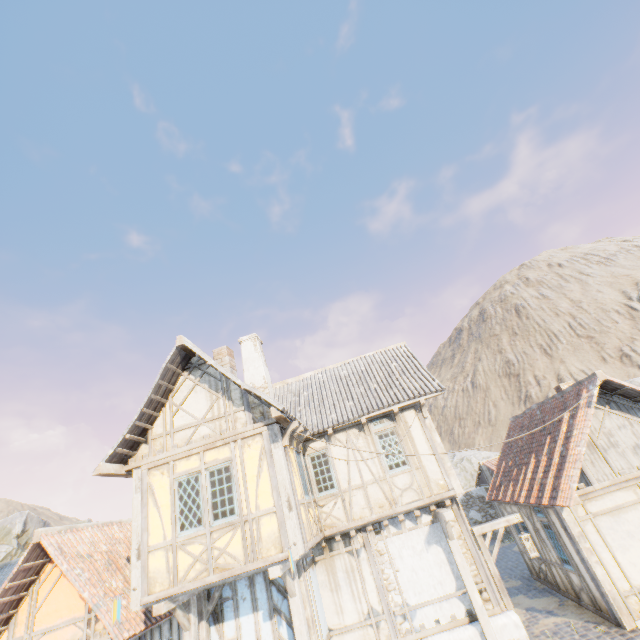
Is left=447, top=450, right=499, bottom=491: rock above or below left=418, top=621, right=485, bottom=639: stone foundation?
above

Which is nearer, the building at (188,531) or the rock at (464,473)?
the building at (188,531)

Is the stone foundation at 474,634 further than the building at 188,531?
Yes

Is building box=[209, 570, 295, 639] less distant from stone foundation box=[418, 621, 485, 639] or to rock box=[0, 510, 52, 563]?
stone foundation box=[418, 621, 485, 639]

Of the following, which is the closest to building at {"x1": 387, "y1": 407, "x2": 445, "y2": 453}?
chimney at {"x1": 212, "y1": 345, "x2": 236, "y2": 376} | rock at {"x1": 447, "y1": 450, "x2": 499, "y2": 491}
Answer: chimney at {"x1": 212, "y1": 345, "x2": 236, "y2": 376}

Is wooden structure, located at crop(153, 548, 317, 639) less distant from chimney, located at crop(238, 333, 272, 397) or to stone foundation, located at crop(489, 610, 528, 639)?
stone foundation, located at crop(489, 610, 528, 639)

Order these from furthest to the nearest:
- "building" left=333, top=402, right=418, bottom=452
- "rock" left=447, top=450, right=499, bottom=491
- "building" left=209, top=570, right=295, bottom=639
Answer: "rock" left=447, top=450, right=499, bottom=491
"building" left=333, top=402, right=418, bottom=452
"building" left=209, top=570, right=295, bottom=639

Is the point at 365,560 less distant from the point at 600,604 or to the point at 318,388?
the point at 318,388
